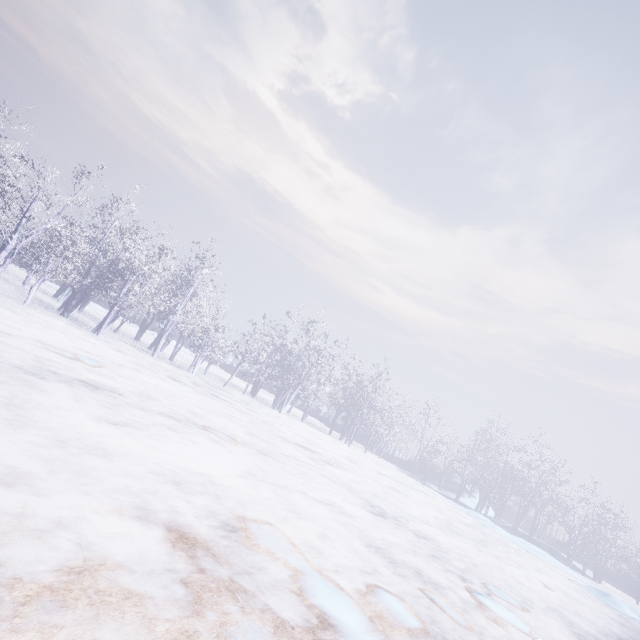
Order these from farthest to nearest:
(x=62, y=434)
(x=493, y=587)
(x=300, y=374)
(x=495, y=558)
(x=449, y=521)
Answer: (x=300, y=374), (x=449, y=521), (x=495, y=558), (x=493, y=587), (x=62, y=434)
